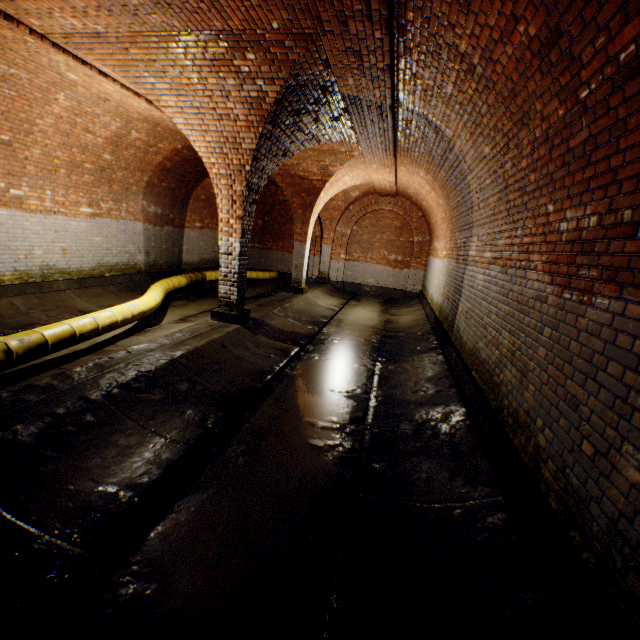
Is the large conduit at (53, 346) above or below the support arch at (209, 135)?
below

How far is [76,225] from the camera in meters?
8.3

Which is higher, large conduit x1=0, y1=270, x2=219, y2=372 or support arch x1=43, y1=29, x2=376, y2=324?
support arch x1=43, y1=29, x2=376, y2=324

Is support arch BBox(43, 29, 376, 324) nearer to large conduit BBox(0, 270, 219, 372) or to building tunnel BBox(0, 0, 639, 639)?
building tunnel BBox(0, 0, 639, 639)

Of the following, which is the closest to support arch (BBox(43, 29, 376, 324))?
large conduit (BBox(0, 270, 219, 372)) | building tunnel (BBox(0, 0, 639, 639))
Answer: building tunnel (BBox(0, 0, 639, 639))

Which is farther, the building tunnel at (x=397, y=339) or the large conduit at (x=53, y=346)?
the large conduit at (x=53, y=346)
